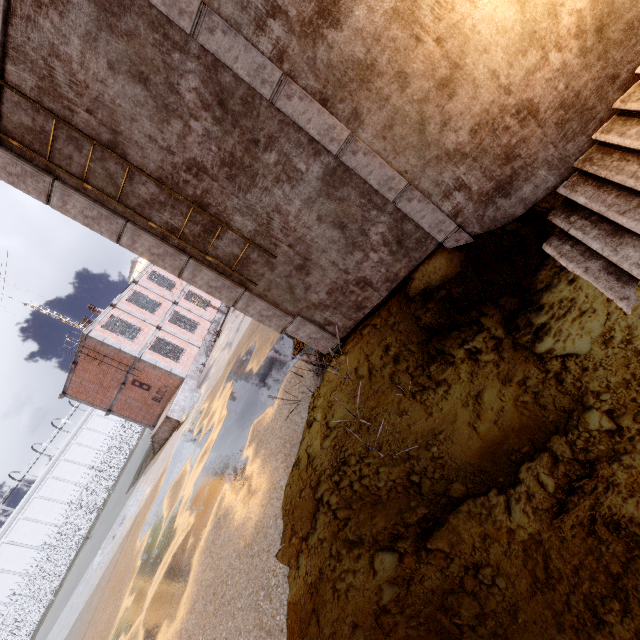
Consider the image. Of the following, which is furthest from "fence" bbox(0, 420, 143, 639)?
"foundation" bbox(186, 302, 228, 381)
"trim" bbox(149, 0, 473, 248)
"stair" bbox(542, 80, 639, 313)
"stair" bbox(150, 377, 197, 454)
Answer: "foundation" bbox(186, 302, 228, 381)

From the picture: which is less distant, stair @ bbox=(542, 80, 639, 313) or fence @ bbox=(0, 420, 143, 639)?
stair @ bbox=(542, 80, 639, 313)

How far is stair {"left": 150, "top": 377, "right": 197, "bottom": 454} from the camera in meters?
18.9 m

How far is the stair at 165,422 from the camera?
18.9 meters

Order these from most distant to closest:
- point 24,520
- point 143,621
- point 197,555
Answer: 1. point 24,520
2. point 143,621
3. point 197,555

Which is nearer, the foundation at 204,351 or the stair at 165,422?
the stair at 165,422

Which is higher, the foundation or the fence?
the fence

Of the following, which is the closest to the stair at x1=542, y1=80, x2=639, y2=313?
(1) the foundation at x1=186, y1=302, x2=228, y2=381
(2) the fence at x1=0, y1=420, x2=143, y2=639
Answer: (2) the fence at x1=0, y1=420, x2=143, y2=639
